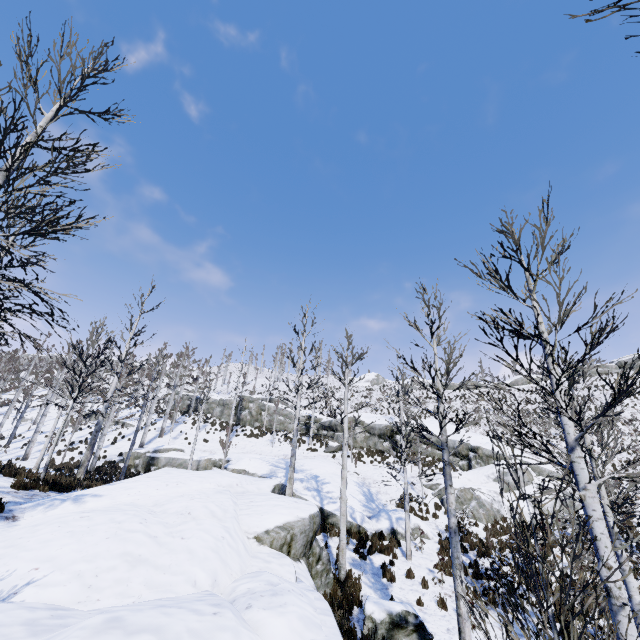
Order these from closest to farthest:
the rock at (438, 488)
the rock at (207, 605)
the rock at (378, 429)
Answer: the rock at (207, 605), the rock at (438, 488), the rock at (378, 429)

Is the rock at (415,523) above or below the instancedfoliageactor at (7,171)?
below

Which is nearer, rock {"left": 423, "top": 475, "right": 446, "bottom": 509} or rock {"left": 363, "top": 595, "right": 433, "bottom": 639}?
rock {"left": 363, "top": 595, "right": 433, "bottom": 639}

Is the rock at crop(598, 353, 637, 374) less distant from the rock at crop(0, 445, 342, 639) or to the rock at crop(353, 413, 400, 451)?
the rock at crop(353, 413, 400, 451)

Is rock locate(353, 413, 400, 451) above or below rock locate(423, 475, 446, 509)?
above

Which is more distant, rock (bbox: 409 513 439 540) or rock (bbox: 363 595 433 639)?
rock (bbox: 409 513 439 540)

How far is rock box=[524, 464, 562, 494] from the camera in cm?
1988

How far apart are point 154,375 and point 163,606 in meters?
20.6 m
